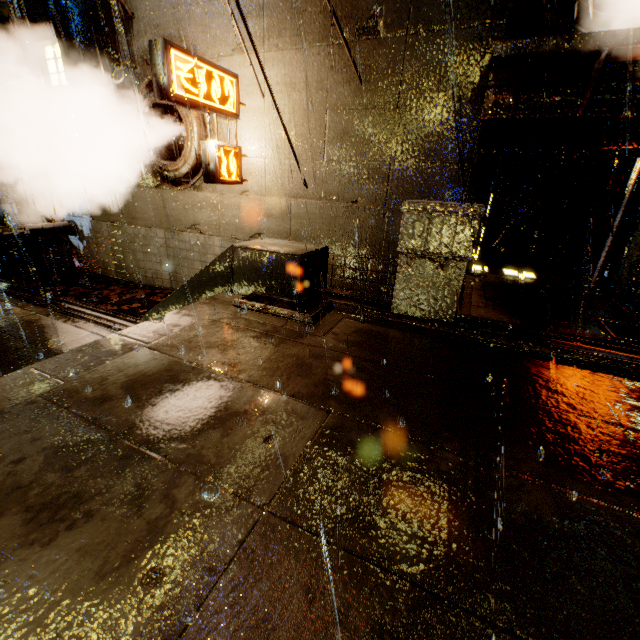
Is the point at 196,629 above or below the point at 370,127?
below

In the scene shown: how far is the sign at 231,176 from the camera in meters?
5.4

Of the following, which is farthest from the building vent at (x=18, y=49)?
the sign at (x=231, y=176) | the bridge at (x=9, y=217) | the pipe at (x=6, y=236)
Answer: the sign at (x=231, y=176)

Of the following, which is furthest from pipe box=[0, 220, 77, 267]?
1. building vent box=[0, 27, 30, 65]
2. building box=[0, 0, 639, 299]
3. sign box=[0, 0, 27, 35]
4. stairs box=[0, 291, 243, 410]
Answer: stairs box=[0, 291, 243, 410]

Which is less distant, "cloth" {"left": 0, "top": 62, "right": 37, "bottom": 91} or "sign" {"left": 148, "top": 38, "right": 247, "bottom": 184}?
"sign" {"left": 148, "top": 38, "right": 247, "bottom": 184}

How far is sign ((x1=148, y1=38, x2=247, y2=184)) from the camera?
5.4m

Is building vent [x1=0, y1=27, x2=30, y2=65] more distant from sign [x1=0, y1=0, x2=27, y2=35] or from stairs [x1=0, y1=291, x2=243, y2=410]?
stairs [x1=0, y1=291, x2=243, y2=410]

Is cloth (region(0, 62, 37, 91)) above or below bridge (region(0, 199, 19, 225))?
above
